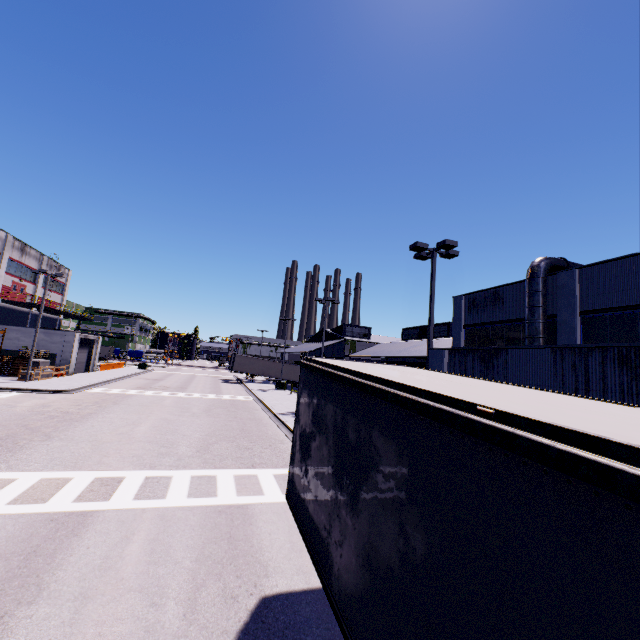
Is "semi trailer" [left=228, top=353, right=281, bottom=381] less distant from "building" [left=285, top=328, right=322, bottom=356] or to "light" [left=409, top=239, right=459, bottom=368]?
"building" [left=285, top=328, right=322, bottom=356]

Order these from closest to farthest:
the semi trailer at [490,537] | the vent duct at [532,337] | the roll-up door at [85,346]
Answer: the semi trailer at [490,537] → the vent duct at [532,337] → the roll-up door at [85,346]

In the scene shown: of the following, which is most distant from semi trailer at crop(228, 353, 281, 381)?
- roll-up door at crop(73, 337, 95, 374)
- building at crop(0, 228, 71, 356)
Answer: roll-up door at crop(73, 337, 95, 374)

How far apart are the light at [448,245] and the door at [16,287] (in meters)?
45.44

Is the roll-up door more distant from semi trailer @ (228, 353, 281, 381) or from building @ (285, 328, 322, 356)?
semi trailer @ (228, 353, 281, 381)

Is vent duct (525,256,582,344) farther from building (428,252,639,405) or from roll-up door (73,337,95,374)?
roll-up door (73,337,95,374)

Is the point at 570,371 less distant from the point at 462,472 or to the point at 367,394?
the point at 367,394
